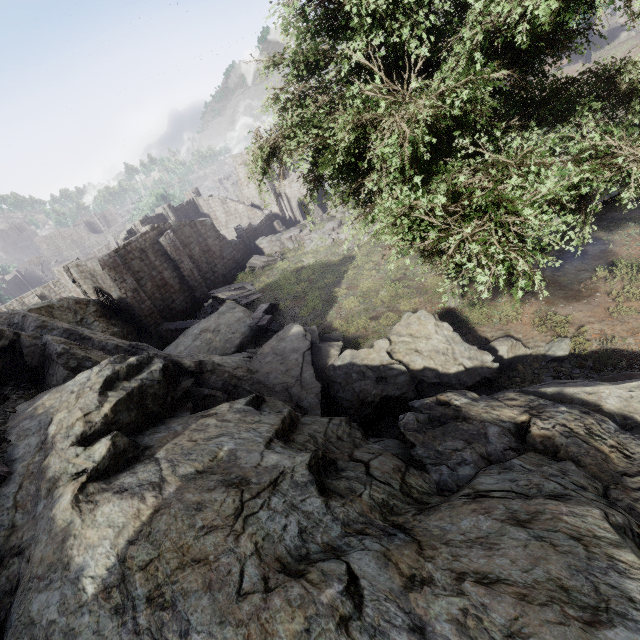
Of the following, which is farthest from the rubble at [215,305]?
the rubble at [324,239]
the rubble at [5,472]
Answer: the rubble at [5,472]

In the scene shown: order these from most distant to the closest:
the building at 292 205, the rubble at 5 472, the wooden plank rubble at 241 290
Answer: the building at 292 205, the wooden plank rubble at 241 290, the rubble at 5 472

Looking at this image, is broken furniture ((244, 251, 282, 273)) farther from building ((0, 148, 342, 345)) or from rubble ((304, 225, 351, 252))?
rubble ((304, 225, 351, 252))

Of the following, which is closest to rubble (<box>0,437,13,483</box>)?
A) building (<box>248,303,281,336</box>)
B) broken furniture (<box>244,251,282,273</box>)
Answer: building (<box>248,303,281,336</box>)

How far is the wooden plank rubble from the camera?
24.0 meters

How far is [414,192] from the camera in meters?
8.7

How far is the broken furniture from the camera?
29.8m

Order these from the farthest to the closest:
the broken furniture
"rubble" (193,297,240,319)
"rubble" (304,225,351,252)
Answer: the broken furniture
"rubble" (304,225,351,252)
"rubble" (193,297,240,319)
